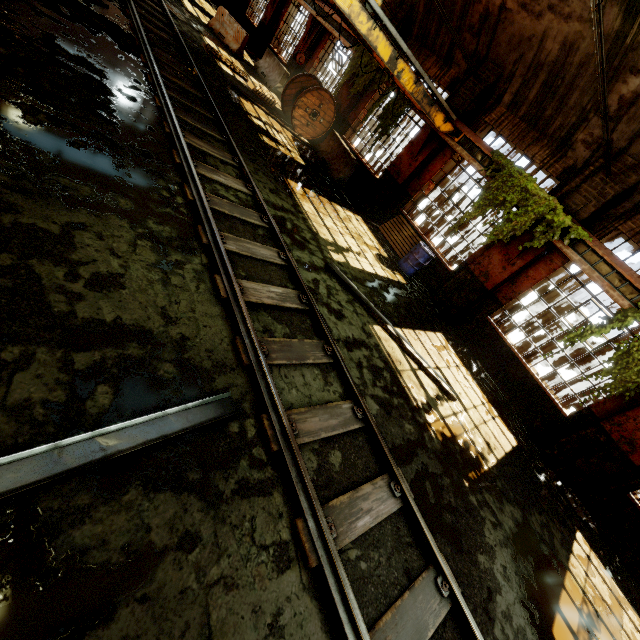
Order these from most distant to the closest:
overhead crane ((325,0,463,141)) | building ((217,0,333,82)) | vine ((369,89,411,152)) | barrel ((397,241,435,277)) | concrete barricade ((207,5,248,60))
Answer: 1. building ((217,0,333,82))
2. concrete barricade ((207,5,248,60))
3. vine ((369,89,411,152))
4. barrel ((397,241,435,277))
5. overhead crane ((325,0,463,141))

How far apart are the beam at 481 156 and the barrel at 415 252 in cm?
260

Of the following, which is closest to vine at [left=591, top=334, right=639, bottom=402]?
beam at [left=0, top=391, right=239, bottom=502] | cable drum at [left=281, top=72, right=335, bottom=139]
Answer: beam at [left=0, top=391, right=239, bottom=502]

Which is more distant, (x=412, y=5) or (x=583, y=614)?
(x=412, y=5)

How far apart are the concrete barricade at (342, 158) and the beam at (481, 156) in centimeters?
317cm

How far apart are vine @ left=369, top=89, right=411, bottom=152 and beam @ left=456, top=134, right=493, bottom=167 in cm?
195

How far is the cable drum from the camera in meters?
12.1

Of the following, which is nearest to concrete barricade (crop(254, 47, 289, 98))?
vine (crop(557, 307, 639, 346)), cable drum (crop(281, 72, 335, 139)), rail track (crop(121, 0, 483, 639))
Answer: cable drum (crop(281, 72, 335, 139))
